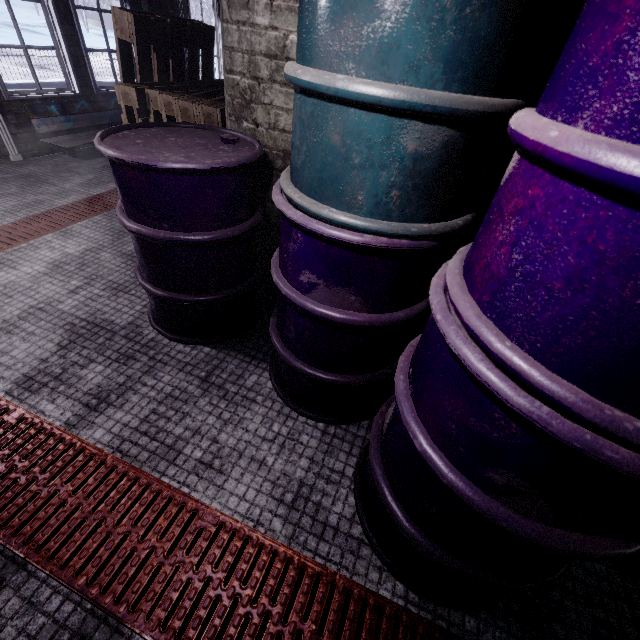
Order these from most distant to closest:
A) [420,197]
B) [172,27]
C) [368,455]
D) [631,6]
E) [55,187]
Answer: [55,187] → [172,27] → [368,455] → [420,197] → [631,6]

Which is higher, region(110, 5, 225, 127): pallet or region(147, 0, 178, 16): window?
Answer: region(147, 0, 178, 16): window

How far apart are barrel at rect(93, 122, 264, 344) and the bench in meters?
2.9 m

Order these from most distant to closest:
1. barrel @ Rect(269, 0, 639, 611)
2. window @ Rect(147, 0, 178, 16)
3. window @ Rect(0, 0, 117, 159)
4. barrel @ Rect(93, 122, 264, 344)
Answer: window @ Rect(147, 0, 178, 16) < window @ Rect(0, 0, 117, 159) < barrel @ Rect(93, 122, 264, 344) < barrel @ Rect(269, 0, 639, 611)

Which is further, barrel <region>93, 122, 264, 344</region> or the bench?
the bench

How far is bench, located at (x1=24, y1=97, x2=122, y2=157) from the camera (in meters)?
3.70

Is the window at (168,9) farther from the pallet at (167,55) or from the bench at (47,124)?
the pallet at (167,55)

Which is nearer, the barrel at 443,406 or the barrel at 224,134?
the barrel at 443,406
